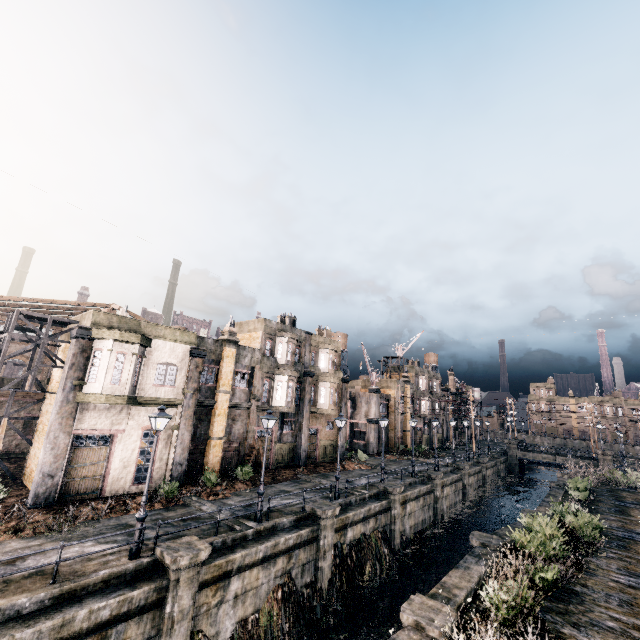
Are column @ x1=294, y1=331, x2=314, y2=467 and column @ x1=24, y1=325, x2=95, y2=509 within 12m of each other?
no

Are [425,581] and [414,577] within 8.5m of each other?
yes

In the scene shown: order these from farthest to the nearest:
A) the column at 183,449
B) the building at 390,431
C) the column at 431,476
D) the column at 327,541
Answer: the building at 390,431
the column at 431,476
the column at 183,449
the column at 327,541

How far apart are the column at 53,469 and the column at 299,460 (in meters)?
19.41

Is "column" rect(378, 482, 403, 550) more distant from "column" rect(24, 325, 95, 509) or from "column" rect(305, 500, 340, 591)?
"column" rect(24, 325, 95, 509)

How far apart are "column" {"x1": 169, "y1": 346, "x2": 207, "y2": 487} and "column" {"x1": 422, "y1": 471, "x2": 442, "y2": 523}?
22.7 meters

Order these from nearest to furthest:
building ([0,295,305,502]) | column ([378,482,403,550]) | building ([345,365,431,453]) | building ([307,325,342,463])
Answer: building ([0,295,305,502]), column ([378,482,403,550]), building ([307,325,342,463]), building ([345,365,431,453])

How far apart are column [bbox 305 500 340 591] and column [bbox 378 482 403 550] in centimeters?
699cm
